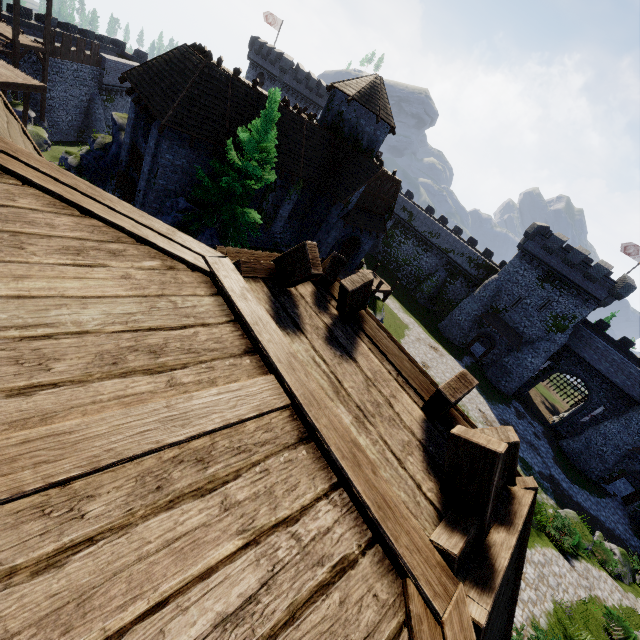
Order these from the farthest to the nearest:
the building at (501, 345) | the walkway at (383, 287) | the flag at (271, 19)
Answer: the flag at (271, 19) < the building at (501, 345) < the walkway at (383, 287)

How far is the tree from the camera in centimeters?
1625cm

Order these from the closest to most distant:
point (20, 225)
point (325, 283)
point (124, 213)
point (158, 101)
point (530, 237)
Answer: point (20, 225) < point (124, 213) < point (325, 283) < point (158, 101) < point (530, 237)

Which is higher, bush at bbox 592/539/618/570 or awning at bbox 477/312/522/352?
awning at bbox 477/312/522/352

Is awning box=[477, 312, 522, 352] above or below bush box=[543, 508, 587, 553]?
above

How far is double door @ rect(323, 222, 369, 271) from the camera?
26.16m

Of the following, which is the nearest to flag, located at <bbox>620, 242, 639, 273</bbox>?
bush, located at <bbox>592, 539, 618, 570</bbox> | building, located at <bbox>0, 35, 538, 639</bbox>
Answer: bush, located at <bbox>592, 539, 618, 570</bbox>

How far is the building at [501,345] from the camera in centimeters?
4015cm
